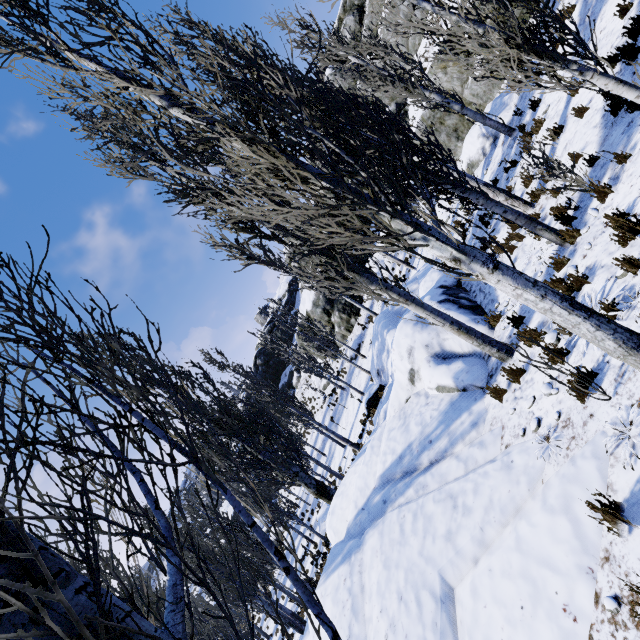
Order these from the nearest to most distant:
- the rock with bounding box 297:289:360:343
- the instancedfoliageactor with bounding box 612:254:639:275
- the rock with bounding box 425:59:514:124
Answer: the instancedfoliageactor with bounding box 612:254:639:275 < the rock with bounding box 425:59:514:124 < the rock with bounding box 297:289:360:343

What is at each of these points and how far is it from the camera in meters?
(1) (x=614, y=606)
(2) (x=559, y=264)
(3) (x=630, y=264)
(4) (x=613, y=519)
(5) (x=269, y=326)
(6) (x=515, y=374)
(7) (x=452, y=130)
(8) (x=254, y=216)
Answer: (1) rock, 3.1
(2) instancedfoliageactor, 6.5
(3) instancedfoliageactor, 4.7
(4) instancedfoliageactor, 3.4
(5) rock, 52.2
(6) instancedfoliageactor, 6.4
(7) rock, 17.0
(8) instancedfoliageactor, 4.0

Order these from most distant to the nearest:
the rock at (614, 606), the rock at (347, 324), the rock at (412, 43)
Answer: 1. the rock at (347, 324)
2. the rock at (412, 43)
3. the rock at (614, 606)

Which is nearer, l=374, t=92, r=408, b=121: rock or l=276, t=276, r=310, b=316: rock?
l=374, t=92, r=408, b=121: rock

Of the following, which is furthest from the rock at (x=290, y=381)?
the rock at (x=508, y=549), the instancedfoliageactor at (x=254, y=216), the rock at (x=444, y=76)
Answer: the rock at (x=508, y=549)

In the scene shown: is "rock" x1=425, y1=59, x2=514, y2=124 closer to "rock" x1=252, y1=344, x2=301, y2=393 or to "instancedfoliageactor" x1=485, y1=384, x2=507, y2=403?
"instancedfoliageactor" x1=485, y1=384, x2=507, y2=403

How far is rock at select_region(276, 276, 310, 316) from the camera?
51.9m
